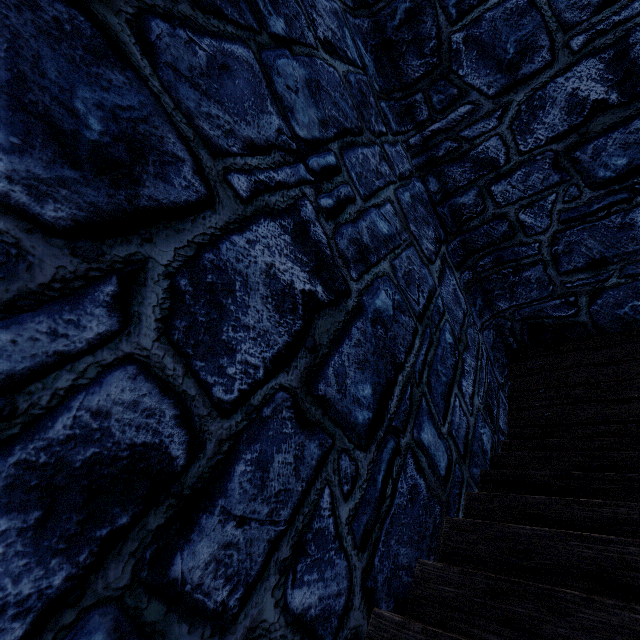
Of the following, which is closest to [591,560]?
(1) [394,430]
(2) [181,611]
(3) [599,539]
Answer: (3) [599,539]
